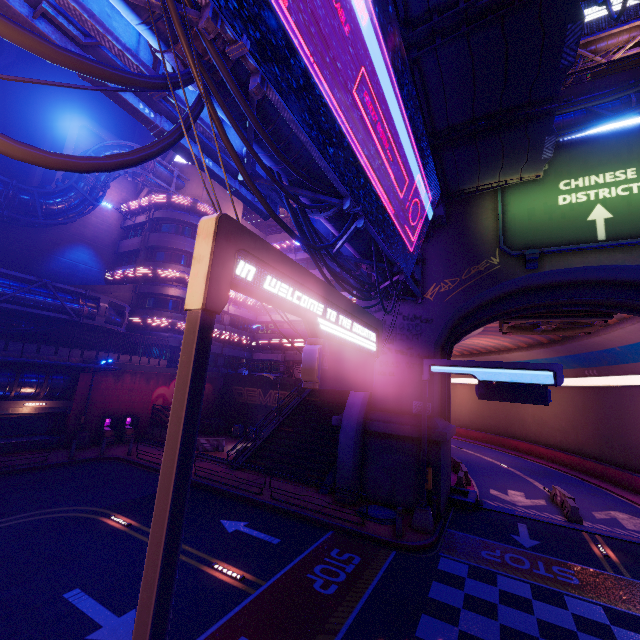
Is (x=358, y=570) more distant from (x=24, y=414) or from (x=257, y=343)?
(x=257, y=343)

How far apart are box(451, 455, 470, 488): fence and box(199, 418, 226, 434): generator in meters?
21.3

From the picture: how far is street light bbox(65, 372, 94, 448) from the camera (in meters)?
21.84

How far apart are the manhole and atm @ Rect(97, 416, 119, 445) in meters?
19.0

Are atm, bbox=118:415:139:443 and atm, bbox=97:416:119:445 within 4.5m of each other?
yes

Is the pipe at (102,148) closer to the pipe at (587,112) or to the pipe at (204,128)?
the pipe at (204,128)

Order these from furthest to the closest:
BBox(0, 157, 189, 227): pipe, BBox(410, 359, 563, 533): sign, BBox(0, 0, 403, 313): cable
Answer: BBox(0, 157, 189, 227): pipe, BBox(410, 359, 563, 533): sign, BBox(0, 0, 403, 313): cable

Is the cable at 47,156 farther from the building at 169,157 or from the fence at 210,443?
the building at 169,157
